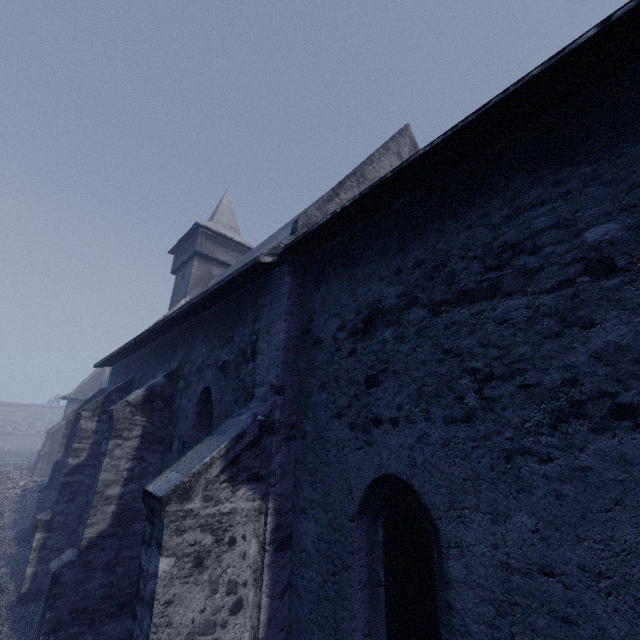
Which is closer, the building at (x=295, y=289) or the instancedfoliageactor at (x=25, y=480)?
the building at (x=295, y=289)

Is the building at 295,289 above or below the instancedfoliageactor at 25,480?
above

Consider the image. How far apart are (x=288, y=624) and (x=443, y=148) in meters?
5.5 m

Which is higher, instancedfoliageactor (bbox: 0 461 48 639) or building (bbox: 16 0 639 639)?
building (bbox: 16 0 639 639)

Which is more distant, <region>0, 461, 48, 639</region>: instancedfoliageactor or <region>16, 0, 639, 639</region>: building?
<region>0, 461, 48, 639</region>: instancedfoliageactor
